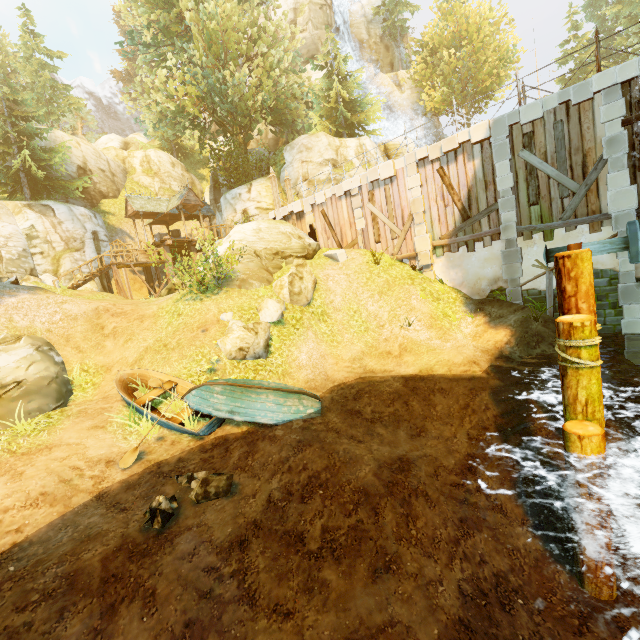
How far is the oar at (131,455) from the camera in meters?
7.3 m

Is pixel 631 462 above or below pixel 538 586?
above

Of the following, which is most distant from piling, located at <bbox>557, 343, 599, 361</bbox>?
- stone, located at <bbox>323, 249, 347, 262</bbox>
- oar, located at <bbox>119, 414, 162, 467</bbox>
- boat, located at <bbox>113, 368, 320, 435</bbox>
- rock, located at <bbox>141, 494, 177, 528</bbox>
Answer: stone, located at <bbox>323, 249, 347, 262</bbox>

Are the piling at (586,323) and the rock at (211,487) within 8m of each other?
yes

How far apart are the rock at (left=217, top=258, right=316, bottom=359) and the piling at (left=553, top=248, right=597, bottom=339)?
8.79m

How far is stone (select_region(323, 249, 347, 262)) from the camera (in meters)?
16.33

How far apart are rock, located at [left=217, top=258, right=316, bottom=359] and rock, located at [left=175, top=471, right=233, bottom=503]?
6.3 meters

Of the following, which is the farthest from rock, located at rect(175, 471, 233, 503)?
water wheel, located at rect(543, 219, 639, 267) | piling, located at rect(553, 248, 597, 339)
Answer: water wheel, located at rect(543, 219, 639, 267)
